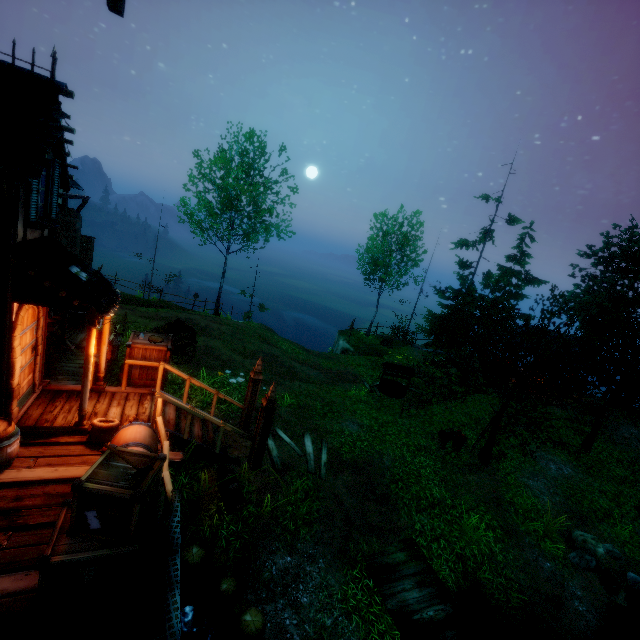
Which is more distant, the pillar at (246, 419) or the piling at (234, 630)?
the pillar at (246, 419)

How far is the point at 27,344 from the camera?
6.60m

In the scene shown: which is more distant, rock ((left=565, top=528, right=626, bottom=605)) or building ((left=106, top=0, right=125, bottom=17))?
rock ((left=565, top=528, right=626, bottom=605))

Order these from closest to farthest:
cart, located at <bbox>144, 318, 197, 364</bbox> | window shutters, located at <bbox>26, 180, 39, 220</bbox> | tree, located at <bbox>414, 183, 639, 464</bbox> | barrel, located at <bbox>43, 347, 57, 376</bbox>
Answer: window shutters, located at <bbox>26, 180, 39, 220</bbox> < barrel, located at <bbox>43, 347, 57, 376</bbox> < tree, located at <bbox>414, 183, 639, 464</bbox> < cart, located at <bbox>144, 318, 197, 364</bbox>

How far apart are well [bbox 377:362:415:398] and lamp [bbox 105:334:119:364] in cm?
1343

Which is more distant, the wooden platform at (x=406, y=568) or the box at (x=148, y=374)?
the box at (x=148, y=374)

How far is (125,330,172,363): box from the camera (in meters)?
8.45

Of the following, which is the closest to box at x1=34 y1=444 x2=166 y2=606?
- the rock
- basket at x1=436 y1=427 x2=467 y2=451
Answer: basket at x1=436 y1=427 x2=467 y2=451
